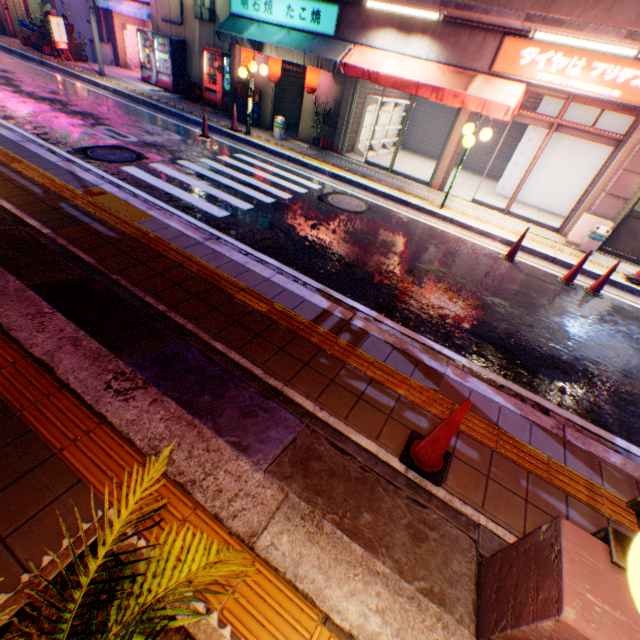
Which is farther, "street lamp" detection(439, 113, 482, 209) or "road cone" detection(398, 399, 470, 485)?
"street lamp" detection(439, 113, 482, 209)

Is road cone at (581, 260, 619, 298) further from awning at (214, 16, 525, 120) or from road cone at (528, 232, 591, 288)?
awning at (214, 16, 525, 120)

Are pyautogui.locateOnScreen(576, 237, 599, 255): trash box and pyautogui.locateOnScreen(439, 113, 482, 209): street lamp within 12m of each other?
yes

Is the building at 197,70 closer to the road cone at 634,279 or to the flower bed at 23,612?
the road cone at 634,279

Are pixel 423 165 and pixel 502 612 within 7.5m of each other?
no

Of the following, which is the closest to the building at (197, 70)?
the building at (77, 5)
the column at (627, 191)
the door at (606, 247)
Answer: the building at (77, 5)

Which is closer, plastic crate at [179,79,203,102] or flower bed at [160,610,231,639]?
flower bed at [160,610,231,639]

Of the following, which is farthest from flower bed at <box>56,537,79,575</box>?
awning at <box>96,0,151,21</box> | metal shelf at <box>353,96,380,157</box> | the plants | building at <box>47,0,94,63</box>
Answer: building at <box>47,0,94,63</box>
